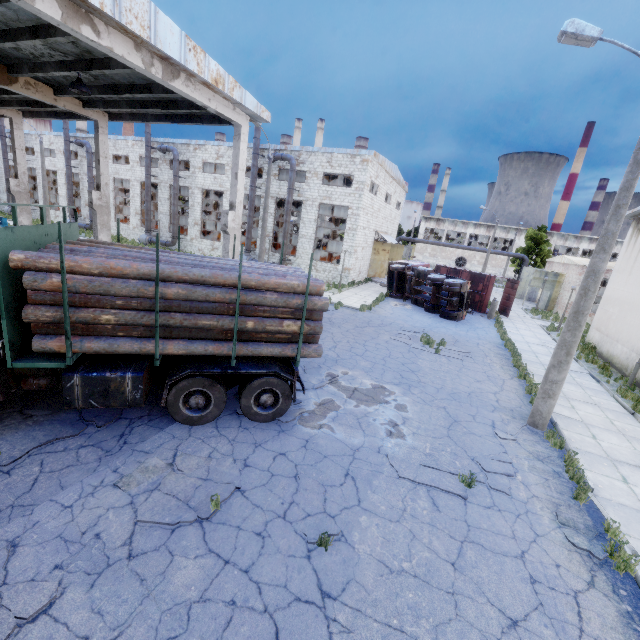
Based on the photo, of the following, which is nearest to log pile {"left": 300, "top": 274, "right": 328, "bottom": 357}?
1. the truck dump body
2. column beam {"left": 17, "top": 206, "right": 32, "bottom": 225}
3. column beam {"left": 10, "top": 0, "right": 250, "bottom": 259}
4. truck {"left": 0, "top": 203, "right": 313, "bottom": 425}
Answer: truck {"left": 0, "top": 203, "right": 313, "bottom": 425}

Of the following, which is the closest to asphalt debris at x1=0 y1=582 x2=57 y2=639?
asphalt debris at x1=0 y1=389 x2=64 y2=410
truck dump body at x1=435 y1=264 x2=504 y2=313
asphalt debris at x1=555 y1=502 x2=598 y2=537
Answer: asphalt debris at x1=0 y1=389 x2=64 y2=410

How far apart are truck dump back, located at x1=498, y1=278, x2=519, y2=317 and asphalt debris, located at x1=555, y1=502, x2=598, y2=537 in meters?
22.0

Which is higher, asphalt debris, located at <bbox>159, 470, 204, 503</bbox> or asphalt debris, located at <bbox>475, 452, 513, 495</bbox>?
asphalt debris, located at <bbox>475, 452, 513, 495</bbox>

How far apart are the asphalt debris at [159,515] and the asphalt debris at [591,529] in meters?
6.0 m

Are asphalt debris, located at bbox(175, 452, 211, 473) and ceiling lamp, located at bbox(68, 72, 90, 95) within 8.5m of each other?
no

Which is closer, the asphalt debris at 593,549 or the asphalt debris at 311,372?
the asphalt debris at 593,549

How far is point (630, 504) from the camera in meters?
7.0
